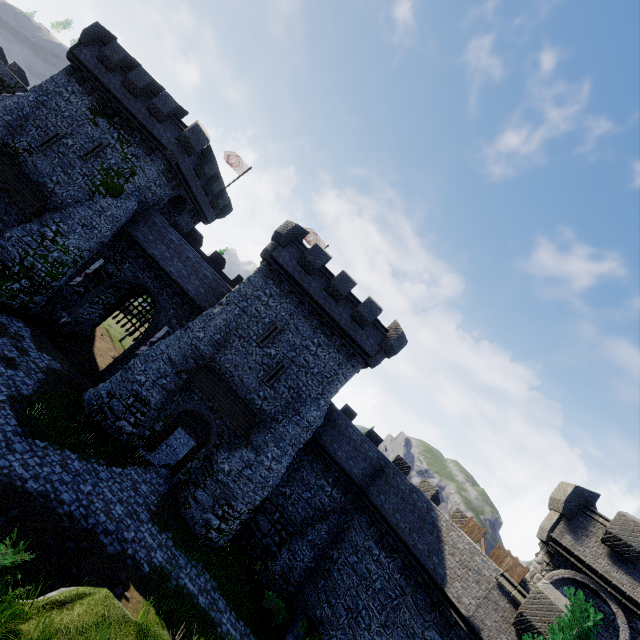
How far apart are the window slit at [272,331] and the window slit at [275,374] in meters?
1.3

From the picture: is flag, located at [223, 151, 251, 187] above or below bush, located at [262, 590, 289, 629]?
above

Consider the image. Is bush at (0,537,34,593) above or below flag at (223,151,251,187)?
below

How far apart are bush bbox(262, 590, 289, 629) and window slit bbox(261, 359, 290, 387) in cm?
1107

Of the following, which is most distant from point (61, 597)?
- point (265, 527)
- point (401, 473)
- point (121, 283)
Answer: point (121, 283)

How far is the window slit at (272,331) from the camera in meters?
21.1

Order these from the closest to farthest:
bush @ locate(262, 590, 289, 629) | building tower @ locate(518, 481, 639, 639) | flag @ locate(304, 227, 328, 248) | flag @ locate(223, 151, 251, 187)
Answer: building tower @ locate(518, 481, 639, 639), bush @ locate(262, 590, 289, 629), flag @ locate(304, 227, 328, 248), flag @ locate(223, 151, 251, 187)

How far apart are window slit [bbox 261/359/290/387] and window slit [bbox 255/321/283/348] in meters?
1.3
